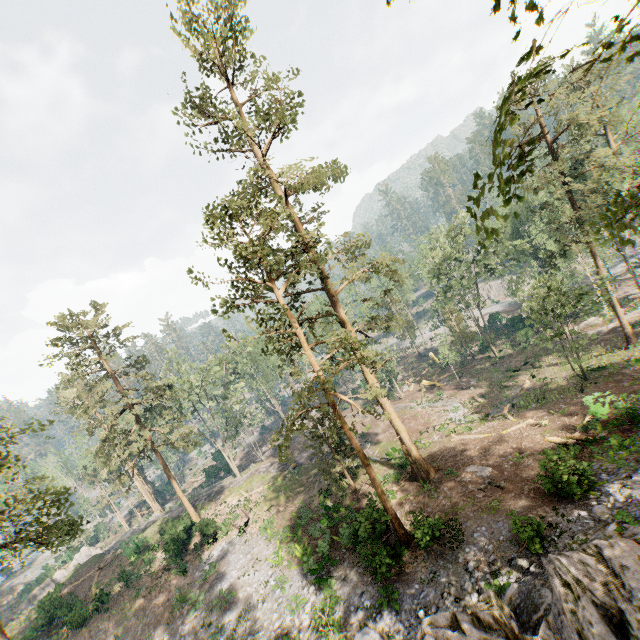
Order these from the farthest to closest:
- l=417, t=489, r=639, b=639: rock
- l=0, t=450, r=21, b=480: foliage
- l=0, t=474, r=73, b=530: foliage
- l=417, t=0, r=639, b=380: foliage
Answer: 1. l=0, t=450, r=21, b=480: foliage
2. l=0, t=474, r=73, b=530: foliage
3. l=417, t=489, r=639, b=639: rock
4. l=417, t=0, r=639, b=380: foliage

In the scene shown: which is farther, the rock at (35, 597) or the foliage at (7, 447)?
the rock at (35, 597)

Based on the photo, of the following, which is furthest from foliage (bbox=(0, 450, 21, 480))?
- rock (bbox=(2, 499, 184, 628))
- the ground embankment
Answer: the ground embankment

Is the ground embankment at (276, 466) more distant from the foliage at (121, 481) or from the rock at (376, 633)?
the rock at (376, 633)

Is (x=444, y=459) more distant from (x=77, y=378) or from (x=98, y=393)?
(x=98, y=393)

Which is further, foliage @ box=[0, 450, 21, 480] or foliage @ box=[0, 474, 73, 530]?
foliage @ box=[0, 450, 21, 480]

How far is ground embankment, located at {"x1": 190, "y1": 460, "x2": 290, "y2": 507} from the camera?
36.1 meters

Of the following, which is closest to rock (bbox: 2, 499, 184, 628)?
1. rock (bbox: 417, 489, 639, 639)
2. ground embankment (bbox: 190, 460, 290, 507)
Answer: ground embankment (bbox: 190, 460, 290, 507)
